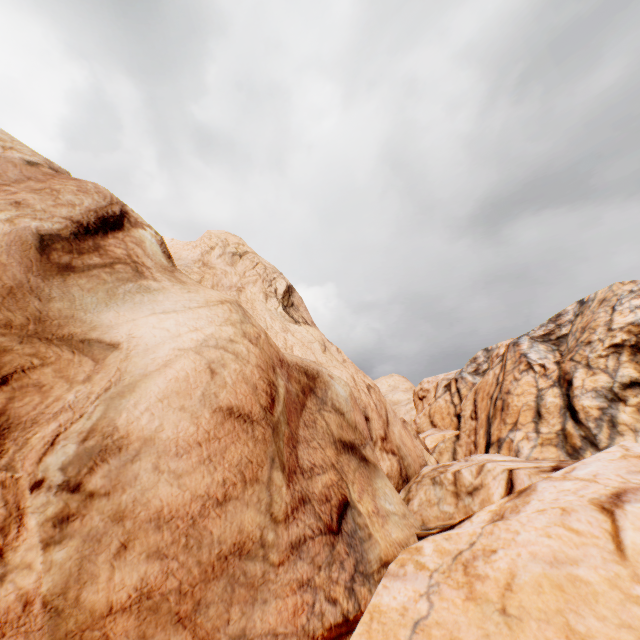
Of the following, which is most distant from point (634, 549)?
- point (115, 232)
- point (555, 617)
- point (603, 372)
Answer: point (603, 372)
